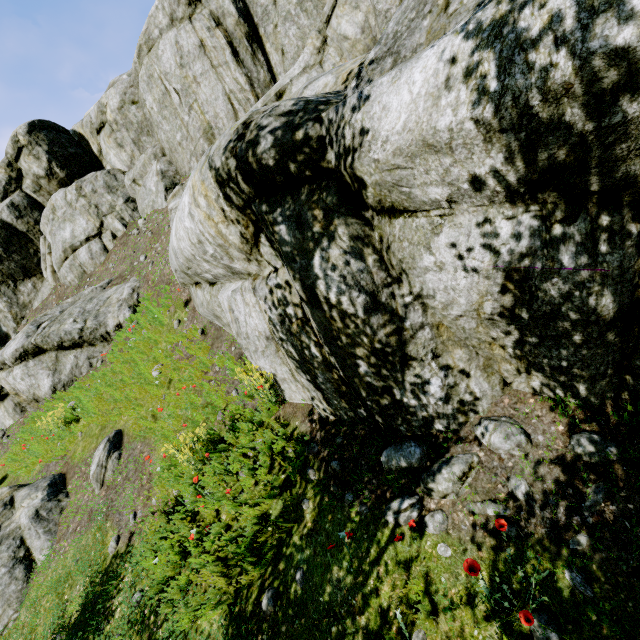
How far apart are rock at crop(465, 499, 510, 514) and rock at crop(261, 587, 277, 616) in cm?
252

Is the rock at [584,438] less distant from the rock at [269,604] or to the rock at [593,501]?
the rock at [593,501]

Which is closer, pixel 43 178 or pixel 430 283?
pixel 430 283

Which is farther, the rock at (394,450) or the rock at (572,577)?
the rock at (394,450)

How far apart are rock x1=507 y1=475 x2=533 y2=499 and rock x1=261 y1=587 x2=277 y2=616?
3.0m

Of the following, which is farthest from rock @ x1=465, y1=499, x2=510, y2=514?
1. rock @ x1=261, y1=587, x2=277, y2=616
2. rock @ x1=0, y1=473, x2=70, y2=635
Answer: rock @ x1=0, y1=473, x2=70, y2=635

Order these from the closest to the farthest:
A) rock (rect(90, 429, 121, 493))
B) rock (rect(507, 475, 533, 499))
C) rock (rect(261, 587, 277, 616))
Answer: rock (rect(507, 475, 533, 499)), rock (rect(261, 587, 277, 616)), rock (rect(90, 429, 121, 493))

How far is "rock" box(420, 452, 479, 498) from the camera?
3.5m
